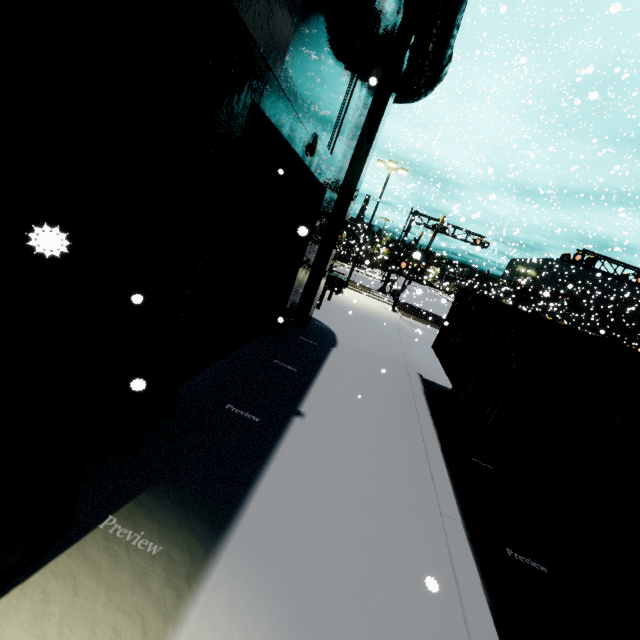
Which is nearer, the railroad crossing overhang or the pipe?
the pipe

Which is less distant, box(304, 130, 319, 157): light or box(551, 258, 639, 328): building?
box(304, 130, 319, 157): light

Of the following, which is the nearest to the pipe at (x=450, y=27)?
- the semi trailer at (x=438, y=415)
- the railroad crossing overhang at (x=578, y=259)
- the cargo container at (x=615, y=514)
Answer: the cargo container at (x=615, y=514)

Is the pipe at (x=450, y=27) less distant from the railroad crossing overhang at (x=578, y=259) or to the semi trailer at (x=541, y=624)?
the semi trailer at (x=541, y=624)

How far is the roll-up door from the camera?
4.52m

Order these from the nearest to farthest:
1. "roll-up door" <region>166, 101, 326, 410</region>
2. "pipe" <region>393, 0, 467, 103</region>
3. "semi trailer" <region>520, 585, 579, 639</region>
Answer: "semi trailer" <region>520, 585, 579, 639</region> → "roll-up door" <region>166, 101, 326, 410</region> → "pipe" <region>393, 0, 467, 103</region>

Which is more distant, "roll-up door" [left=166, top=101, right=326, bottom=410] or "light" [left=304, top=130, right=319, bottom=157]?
"light" [left=304, top=130, right=319, bottom=157]

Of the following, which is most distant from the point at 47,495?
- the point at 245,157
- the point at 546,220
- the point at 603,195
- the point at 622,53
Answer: the point at 622,53
